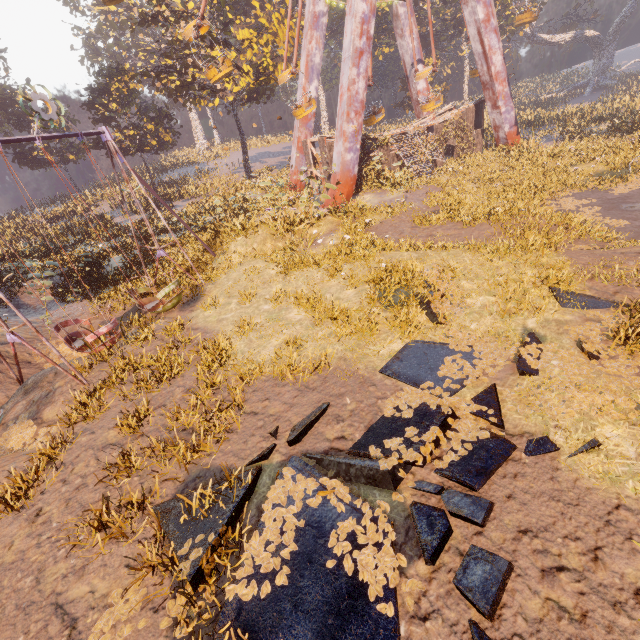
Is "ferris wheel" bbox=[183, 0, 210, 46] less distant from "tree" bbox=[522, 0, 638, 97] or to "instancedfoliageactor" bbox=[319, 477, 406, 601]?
"instancedfoliageactor" bbox=[319, 477, 406, 601]

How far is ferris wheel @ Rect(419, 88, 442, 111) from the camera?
24.5m

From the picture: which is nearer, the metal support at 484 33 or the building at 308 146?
the metal support at 484 33

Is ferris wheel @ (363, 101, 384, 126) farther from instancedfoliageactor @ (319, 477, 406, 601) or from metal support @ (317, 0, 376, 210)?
instancedfoliageactor @ (319, 477, 406, 601)

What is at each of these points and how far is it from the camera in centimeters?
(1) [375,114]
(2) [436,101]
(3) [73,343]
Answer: (1) ferris wheel, 2436cm
(2) ferris wheel, 2547cm
(3) swing, 1082cm

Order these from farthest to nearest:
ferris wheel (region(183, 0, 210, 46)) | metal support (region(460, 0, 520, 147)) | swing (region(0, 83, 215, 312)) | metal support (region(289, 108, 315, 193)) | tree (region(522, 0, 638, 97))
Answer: tree (region(522, 0, 638, 97)) < metal support (region(289, 108, 315, 193)) < metal support (region(460, 0, 520, 147)) < ferris wheel (region(183, 0, 210, 46)) < swing (region(0, 83, 215, 312))

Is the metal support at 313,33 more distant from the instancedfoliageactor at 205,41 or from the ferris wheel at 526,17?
the instancedfoliageactor at 205,41
